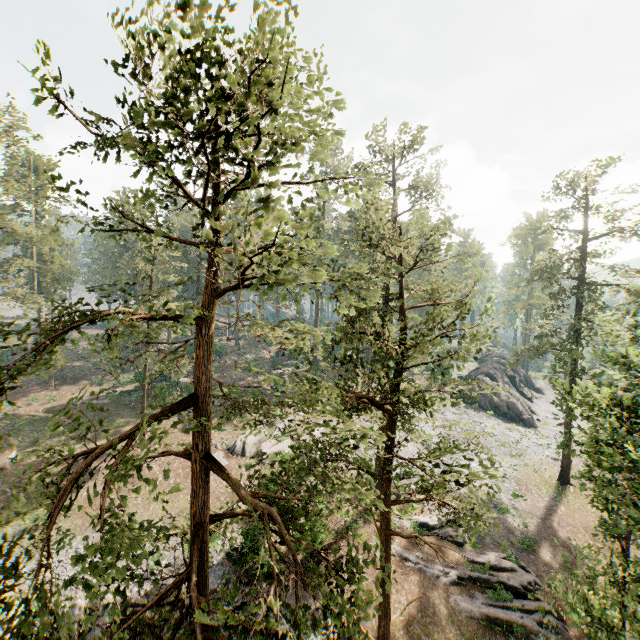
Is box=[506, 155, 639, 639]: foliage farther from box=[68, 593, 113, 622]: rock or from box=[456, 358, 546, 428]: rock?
box=[68, 593, 113, 622]: rock

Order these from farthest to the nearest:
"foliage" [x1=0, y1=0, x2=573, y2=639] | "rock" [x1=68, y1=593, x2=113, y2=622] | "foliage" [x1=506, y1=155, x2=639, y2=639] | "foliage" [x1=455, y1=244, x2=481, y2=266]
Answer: "rock" [x1=68, y1=593, x2=113, y2=622] → "foliage" [x1=506, y1=155, x2=639, y2=639] → "foliage" [x1=455, y1=244, x2=481, y2=266] → "foliage" [x1=0, y1=0, x2=573, y2=639]

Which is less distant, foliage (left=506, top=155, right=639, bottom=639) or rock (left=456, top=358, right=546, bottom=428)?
foliage (left=506, top=155, right=639, bottom=639)

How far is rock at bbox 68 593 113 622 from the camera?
14.9m

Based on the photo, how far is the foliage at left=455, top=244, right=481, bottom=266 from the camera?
10.6m

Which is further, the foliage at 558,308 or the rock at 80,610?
the rock at 80,610

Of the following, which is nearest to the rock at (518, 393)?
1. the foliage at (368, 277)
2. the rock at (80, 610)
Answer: the foliage at (368, 277)

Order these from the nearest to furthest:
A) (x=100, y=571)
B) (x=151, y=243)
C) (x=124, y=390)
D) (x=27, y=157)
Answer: (x=100, y=571) → (x=151, y=243) → (x=124, y=390) → (x=27, y=157)
